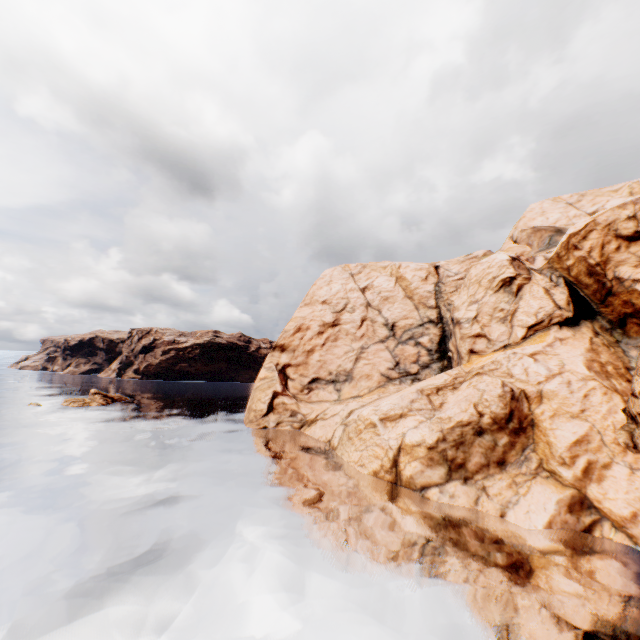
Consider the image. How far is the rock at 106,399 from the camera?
49.09m

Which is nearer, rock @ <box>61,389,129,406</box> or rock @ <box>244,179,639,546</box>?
rock @ <box>244,179,639,546</box>

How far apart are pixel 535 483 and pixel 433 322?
29.99m

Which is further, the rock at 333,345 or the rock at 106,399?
the rock at 106,399

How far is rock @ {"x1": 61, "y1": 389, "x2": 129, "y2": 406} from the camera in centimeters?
4909cm
